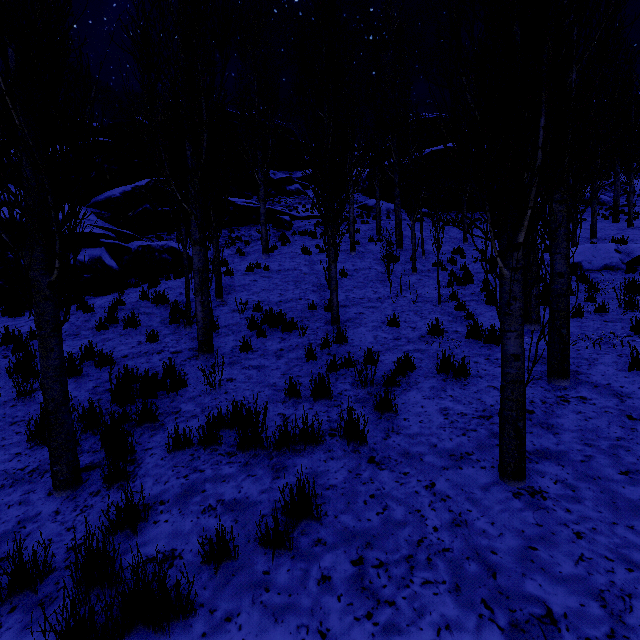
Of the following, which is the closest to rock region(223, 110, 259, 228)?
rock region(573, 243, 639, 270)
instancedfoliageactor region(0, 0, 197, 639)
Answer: instancedfoliageactor region(0, 0, 197, 639)

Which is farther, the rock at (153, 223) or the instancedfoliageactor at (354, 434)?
the rock at (153, 223)

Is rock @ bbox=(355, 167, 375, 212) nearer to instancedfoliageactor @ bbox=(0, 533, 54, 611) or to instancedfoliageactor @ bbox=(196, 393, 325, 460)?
instancedfoliageactor @ bbox=(196, 393, 325, 460)

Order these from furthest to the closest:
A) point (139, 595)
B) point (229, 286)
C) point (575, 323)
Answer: point (229, 286) → point (575, 323) → point (139, 595)

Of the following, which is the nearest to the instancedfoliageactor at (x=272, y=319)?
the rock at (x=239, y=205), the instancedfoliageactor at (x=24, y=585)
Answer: the rock at (x=239, y=205)

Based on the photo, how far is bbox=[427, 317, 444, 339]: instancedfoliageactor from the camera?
6.7m

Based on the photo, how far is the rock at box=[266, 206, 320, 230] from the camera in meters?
20.3
